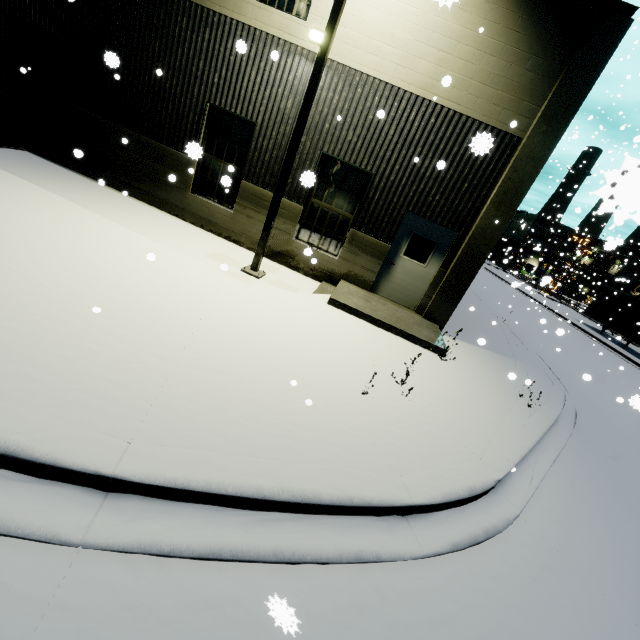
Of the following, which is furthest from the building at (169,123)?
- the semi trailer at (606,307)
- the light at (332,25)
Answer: the light at (332,25)

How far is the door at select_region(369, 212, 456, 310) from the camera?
8.9 meters

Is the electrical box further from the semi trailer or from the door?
the door

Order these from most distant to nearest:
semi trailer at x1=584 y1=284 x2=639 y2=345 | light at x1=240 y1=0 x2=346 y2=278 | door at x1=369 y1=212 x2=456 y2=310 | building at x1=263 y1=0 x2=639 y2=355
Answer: semi trailer at x1=584 y1=284 x2=639 y2=345 → door at x1=369 y1=212 x2=456 y2=310 → building at x1=263 y1=0 x2=639 y2=355 → light at x1=240 y1=0 x2=346 y2=278

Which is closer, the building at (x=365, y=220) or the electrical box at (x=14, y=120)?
the building at (x=365, y=220)

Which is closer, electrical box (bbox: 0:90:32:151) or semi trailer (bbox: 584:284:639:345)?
Answer: electrical box (bbox: 0:90:32:151)

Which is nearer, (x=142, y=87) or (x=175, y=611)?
(x=175, y=611)

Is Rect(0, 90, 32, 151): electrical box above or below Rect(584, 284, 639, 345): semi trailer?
below
